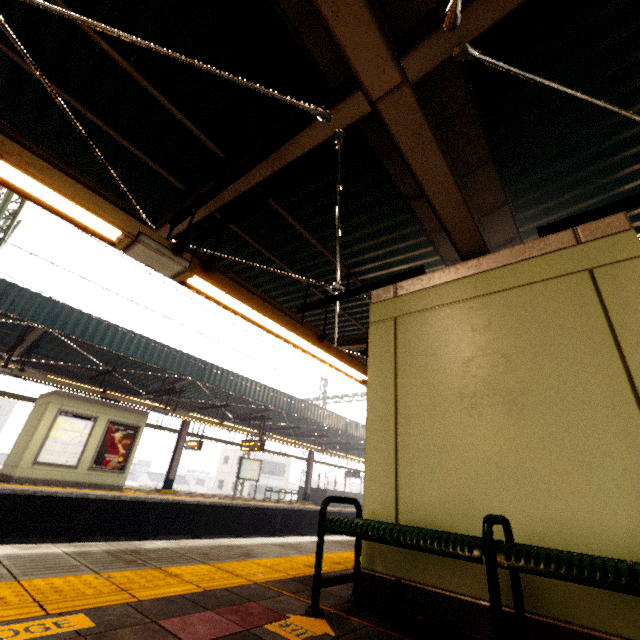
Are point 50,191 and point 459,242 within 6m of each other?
A: yes

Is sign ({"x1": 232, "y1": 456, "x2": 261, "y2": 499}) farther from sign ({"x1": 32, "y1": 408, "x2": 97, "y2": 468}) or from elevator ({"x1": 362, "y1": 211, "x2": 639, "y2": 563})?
elevator ({"x1": 362, "y1": 211, "x2": 639, "y2": 563})

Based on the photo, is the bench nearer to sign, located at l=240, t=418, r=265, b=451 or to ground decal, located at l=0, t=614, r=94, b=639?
ground decal, located at l=0, t=614, r=94, b=639

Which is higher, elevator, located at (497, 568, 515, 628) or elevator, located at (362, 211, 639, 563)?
elevator, located at (362, 211, 639, 563)

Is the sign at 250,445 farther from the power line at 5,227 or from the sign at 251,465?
the power line at 5,227

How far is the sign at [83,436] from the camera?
10.8 meters

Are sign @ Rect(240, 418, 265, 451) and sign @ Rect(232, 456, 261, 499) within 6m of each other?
yes

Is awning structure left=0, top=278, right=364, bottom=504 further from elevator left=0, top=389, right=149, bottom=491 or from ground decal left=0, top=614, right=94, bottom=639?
ground decal left=0, top=614, right=94, bottom=639
